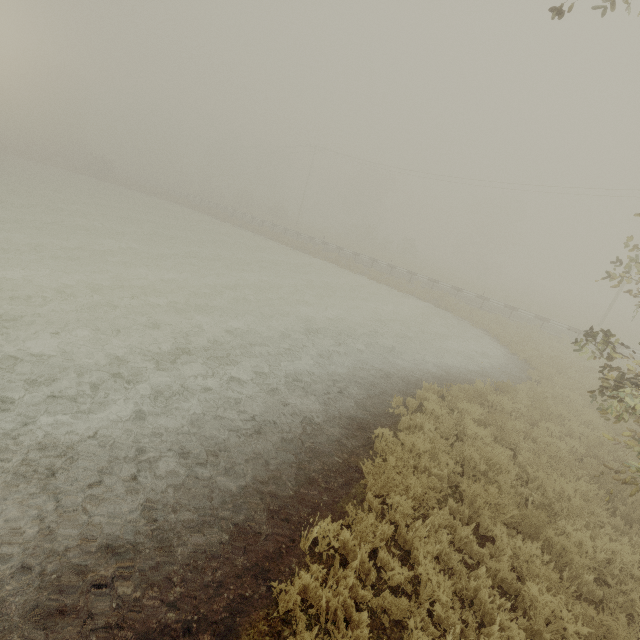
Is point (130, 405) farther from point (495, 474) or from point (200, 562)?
point (495, 474)
